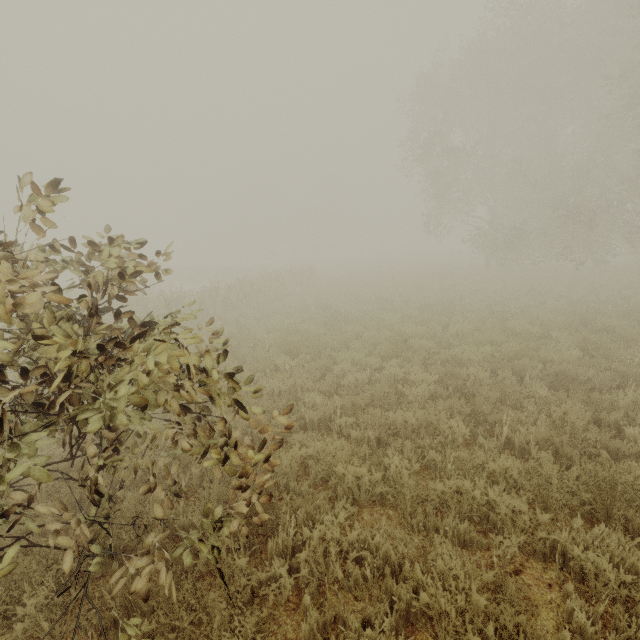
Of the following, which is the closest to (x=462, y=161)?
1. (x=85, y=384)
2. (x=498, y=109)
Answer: (x=498, y=109)
